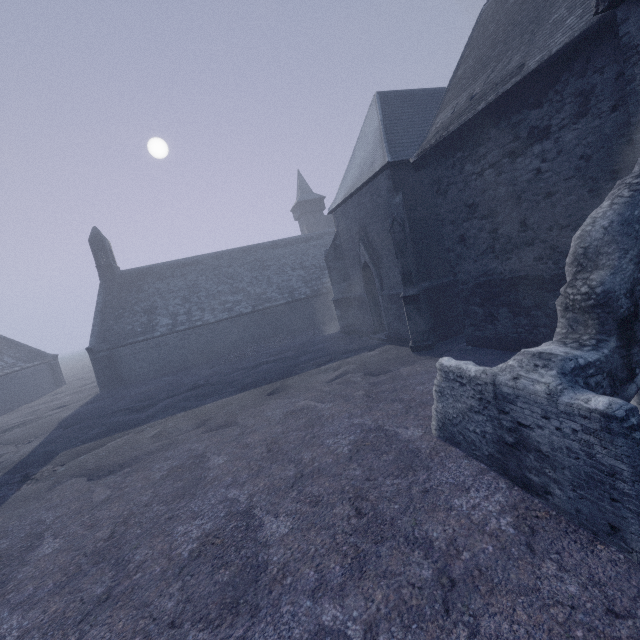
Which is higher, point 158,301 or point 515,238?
point 158,301

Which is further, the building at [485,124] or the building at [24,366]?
the building at [24,366]

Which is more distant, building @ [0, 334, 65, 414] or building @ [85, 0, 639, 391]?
building @ [0, 334, 65, 414]
